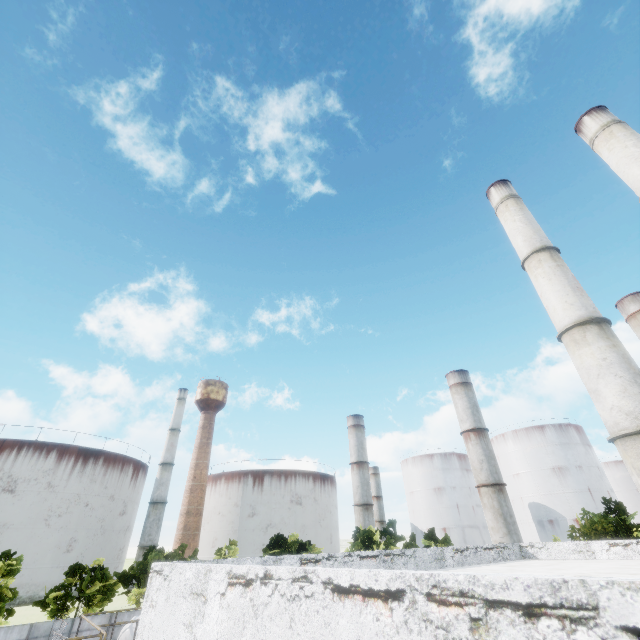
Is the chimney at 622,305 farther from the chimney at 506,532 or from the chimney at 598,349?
the chimney at 598,349

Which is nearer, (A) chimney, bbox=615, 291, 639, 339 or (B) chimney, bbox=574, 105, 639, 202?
(B) chimney, bbox=574, 105, 639, 202

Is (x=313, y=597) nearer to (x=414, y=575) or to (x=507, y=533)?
(x=414, y=575)

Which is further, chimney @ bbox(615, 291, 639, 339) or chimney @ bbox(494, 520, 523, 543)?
chimney @ bbox(494, 520, 523, 543)

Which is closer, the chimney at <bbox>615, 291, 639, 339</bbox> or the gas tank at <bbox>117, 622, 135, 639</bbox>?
the gas tank at <bbox>117, 622, 135, 639</bbox>

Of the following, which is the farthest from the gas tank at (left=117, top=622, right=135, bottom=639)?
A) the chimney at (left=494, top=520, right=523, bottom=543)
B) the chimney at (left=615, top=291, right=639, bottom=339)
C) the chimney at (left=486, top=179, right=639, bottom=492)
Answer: the chimney at (left=615, top=291, right=639, bottom=339)

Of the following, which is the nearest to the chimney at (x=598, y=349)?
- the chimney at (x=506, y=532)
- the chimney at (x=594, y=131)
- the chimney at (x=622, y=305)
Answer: the chimney at (x=594, y=131)

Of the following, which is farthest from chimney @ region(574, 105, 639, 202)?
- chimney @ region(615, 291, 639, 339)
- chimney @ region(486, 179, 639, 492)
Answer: chimney @ region(615, 291, 639, 339)
